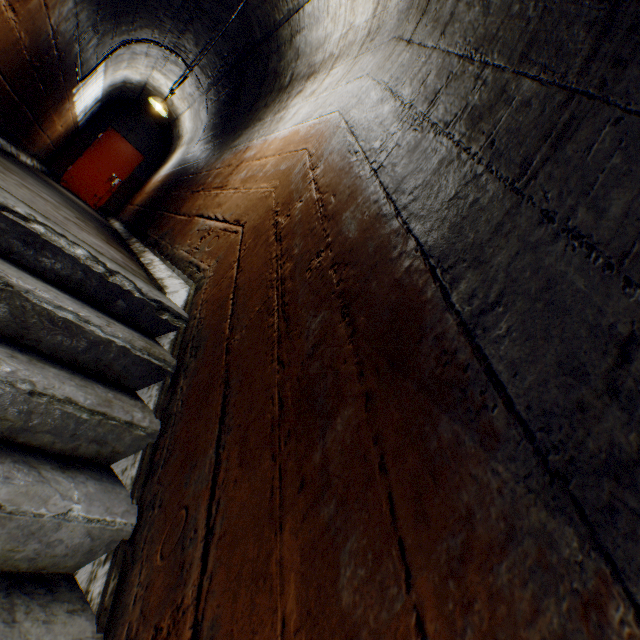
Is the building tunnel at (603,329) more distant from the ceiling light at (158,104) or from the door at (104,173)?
the door at (104,173)

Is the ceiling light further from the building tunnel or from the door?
the door

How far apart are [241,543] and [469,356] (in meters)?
0.67

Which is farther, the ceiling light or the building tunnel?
the ceiling light

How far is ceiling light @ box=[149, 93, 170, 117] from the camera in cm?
664

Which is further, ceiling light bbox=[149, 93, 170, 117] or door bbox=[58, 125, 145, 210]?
door bbox=[58, 125, 145, 210]

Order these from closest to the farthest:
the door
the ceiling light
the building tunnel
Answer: the building tunnel < the ceiling light < the door

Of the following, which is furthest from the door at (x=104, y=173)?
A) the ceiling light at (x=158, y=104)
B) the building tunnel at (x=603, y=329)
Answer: the ceiling light at (x=158, y=104)
